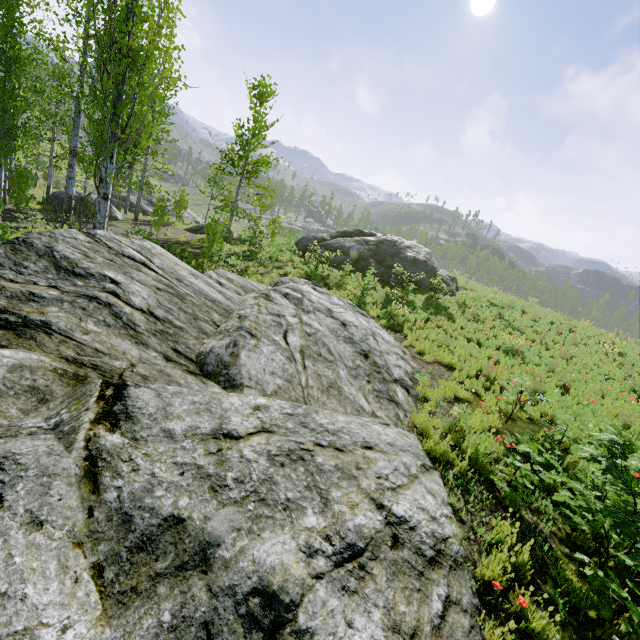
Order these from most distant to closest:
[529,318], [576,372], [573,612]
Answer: [529,318] < [576,372] < [573,612]

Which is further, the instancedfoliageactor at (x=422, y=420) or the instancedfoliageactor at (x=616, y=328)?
the instancedfoliageactor at (x=616, y=328)

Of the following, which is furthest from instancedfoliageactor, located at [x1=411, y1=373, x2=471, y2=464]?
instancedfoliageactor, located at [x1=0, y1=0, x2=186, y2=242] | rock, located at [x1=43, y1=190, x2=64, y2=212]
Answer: instancedfoliageactor, located at [x1=0, y1=0, x2=186, y2=242]

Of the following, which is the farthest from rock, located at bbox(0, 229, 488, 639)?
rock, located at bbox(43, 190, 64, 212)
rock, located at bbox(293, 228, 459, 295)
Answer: rock, located at bbox(43, 190, 64, 212)

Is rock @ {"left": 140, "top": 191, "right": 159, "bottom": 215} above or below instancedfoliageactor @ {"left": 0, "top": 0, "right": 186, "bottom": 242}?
below

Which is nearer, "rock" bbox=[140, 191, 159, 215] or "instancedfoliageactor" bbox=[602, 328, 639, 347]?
"instancedfoliageactor" bbox=[602, 328, 639, 347]

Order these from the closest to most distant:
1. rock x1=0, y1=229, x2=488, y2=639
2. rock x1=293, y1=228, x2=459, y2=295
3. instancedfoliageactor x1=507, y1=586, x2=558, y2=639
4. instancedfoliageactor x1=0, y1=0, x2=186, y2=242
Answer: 1. rock x1=0, y1=229, x2=488, y2=639
2. instancedfoliageactor x1=507, y1=586, x2=558, y2=639
3. instancedfoliageactor x1=0, y1=0, x2=186, y2=242
4. rock x1=293, y1=228, x2=459, y2=295

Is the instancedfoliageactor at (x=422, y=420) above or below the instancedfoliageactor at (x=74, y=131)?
below
